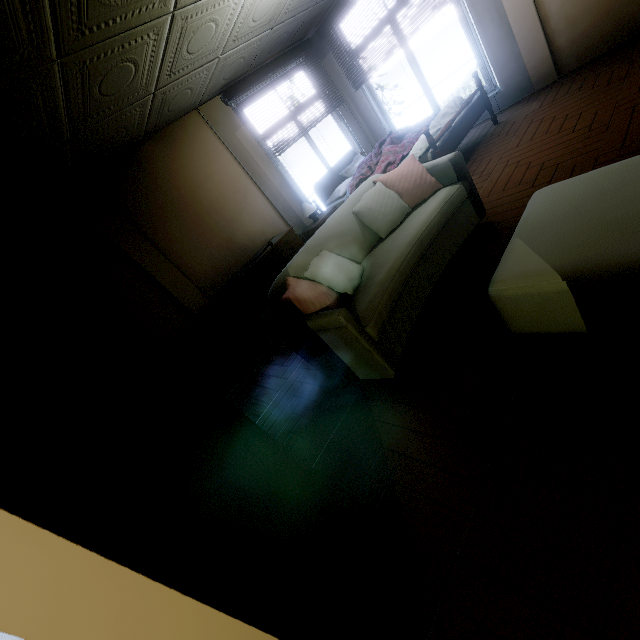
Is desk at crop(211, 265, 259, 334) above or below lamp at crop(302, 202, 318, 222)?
below

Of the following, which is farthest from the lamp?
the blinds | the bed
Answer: the blinds

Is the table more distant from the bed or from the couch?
the bed

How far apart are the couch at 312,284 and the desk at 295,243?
1.6 meters

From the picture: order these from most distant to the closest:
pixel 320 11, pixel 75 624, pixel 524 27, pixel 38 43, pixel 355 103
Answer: pixel 355 103, pixel 320 11, pixel 524 27, pixel 38 43, pixel 75 624

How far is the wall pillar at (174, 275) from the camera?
3.8 meters

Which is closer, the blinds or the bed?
the bed

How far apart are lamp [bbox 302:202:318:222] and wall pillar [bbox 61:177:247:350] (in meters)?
2.07
